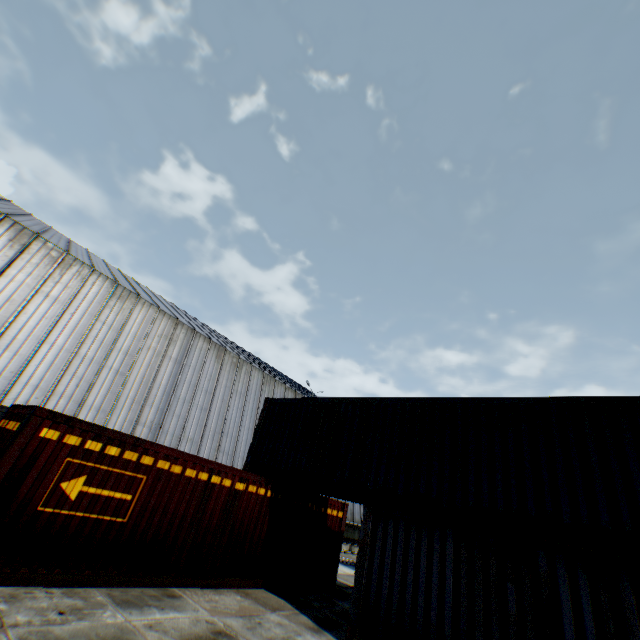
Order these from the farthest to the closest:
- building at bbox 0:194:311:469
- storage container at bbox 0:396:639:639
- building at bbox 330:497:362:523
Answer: building at bbox 330:497:362:523, building at bbox 0:194:311:469, storage container at bbox 0:396:639:639

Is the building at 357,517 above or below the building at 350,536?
above

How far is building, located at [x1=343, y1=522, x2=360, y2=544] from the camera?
29.5m

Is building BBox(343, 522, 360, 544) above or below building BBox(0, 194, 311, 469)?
below

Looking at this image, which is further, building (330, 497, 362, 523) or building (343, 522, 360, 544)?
building (330, 497, 362, 523)

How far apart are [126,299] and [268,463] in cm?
1448
